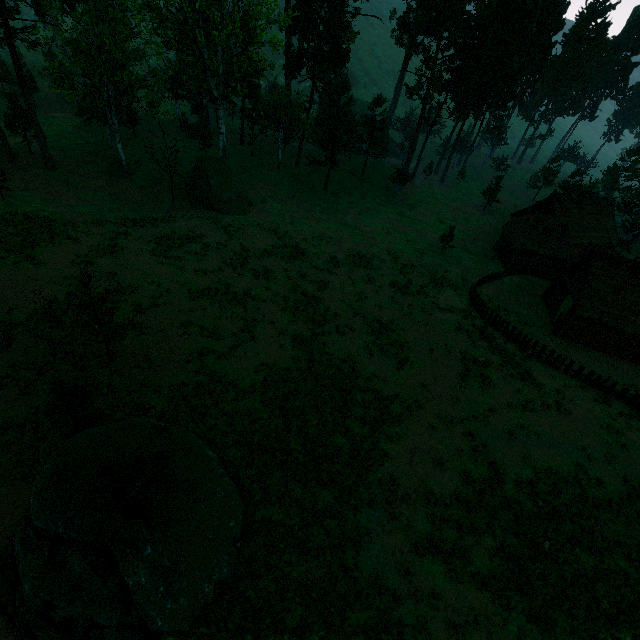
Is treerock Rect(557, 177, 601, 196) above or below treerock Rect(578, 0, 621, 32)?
below

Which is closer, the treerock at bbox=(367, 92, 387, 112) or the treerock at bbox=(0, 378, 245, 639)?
the treerock at bbox=(0, 378, 245, 639)

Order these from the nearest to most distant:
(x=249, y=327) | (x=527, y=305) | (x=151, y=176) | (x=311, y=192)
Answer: (x=249, y=327)
(x=527, y=305)
(x=151, y=176)
(x=311, y=192)

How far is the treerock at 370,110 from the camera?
47.5m

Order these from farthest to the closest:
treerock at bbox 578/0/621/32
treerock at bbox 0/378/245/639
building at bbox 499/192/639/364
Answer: treerock at bbox 578/0/621/32 < building at bbox 499/192/639/364 < treerock at bbox 0/378/245/639

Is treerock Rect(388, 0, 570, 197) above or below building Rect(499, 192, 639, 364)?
above

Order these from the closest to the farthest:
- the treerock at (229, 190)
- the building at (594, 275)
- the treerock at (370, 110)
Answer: the building at (594, 275) → the treerock at (229, 190) → the treerock at (370, 110)
